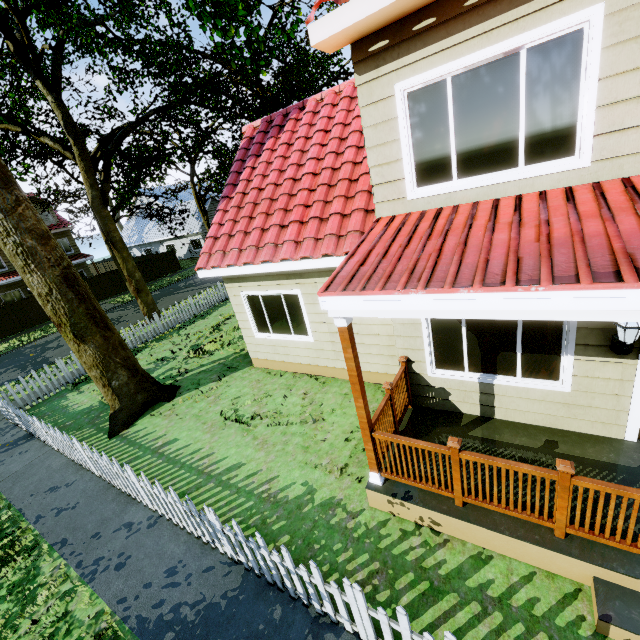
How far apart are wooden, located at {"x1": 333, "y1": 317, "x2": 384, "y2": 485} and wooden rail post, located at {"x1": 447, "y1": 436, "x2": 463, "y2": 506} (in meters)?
1.01

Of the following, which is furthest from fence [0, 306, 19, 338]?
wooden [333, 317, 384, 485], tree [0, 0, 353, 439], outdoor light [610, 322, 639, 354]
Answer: outdoor light [610, 322, 639, 354]

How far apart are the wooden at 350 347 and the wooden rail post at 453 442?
1.0 meters

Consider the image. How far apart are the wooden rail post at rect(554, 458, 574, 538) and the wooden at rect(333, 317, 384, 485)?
2.1m

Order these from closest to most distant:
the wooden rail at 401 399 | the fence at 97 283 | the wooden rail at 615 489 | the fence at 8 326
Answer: the wooden rail at 615 489
the wooden rail at 401 399
the fence at 8 326
the fence at 97 283

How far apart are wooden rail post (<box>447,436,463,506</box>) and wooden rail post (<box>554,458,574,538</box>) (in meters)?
0.94

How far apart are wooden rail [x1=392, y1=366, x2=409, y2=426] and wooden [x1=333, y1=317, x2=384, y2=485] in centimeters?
1cm

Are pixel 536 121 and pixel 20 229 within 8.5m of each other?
no
